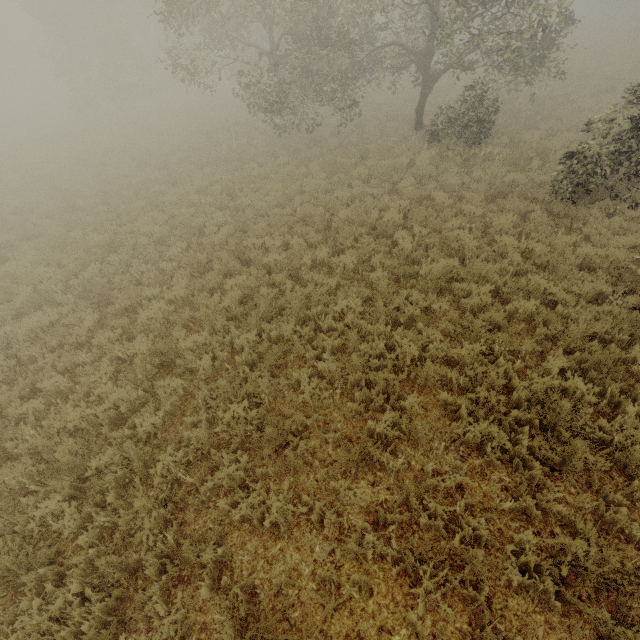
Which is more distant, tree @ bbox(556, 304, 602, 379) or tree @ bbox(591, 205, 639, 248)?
tree @ bbox(591, 205, 639, 248)

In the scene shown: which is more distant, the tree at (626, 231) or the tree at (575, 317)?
the tree at (626, 231)

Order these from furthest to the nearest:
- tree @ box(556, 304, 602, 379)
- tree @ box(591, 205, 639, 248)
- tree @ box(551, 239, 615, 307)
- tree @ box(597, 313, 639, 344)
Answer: tree @ box(591, 205, 639, 248) < tree @ box(551, 239, 615, 307) < tree @ box(597, 313, 639, 344) < tree @ box(556, 304, 602, 379)

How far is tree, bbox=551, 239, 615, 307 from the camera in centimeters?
645cm

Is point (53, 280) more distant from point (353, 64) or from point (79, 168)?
point (353, 64)

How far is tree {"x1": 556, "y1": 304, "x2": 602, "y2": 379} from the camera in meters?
5.1 m

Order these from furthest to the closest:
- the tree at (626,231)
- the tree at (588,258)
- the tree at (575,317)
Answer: the tree at (626,231)
the tree at (588,258)
the tree at (575,317)

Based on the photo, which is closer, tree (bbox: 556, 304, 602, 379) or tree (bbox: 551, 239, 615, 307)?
tree (bbox: 556, 304, 602, 379)
